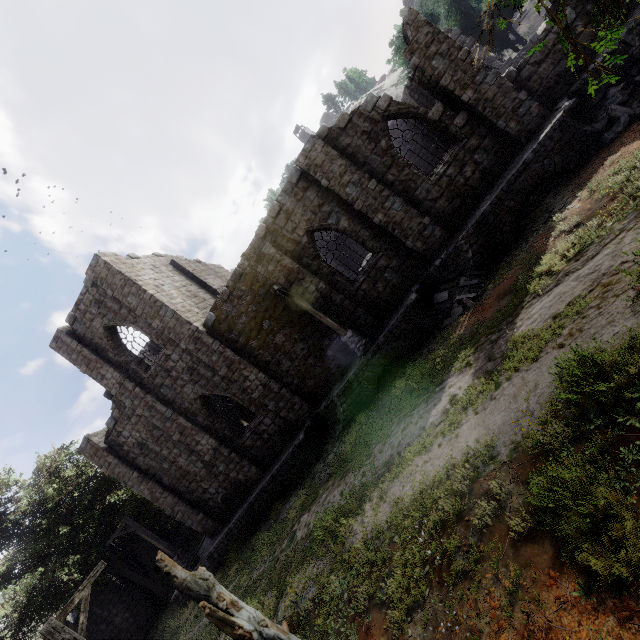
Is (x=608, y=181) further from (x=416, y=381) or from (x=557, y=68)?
(x=416, y=381)

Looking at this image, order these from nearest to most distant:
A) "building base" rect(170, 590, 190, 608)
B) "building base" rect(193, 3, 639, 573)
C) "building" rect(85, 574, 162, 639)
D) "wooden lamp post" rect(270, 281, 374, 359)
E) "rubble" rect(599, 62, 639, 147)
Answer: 1. "rubble" rect(599, 62, 639, 147)
2. "building base" rect(193, 3, 639, 573)
3. "wooden lamp post" rect(270, 281, 374, 359)
4. "building base" rect(170, 590, 190, 608)
5. "building" rect(85, 574, 162, 639)

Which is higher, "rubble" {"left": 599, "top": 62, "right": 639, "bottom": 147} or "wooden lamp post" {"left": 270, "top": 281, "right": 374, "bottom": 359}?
"wooden lamp post" {"left": 270, "top": 281, "right": 374, "bottom": 359}

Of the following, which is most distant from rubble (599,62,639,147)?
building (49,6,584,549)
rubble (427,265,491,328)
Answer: rubble (427,265,491,328)

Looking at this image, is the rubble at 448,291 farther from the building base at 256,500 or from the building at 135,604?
the building at 135,604

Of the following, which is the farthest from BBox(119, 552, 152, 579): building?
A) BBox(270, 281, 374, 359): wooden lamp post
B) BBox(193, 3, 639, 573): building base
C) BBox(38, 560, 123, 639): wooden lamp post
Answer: BBox(38, 560, 123, 639): wooden lamp post

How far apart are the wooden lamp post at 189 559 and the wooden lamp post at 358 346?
15.5m

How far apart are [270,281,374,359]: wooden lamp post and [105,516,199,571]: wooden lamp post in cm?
1549
